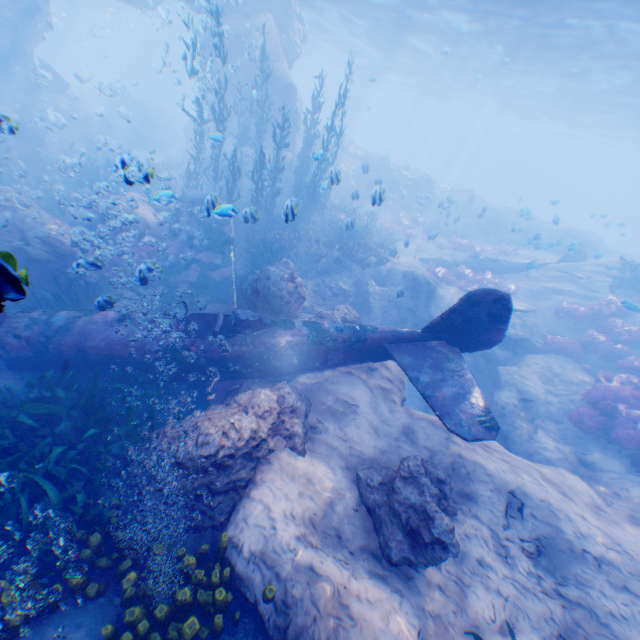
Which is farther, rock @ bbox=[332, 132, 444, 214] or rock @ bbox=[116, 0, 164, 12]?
rock @ bbox=[116, 0, 164, 12]

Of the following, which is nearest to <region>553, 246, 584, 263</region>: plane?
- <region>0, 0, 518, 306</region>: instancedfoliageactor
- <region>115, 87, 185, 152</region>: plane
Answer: <region>0, 0, 518, 306</region>: instancedfoliageactor

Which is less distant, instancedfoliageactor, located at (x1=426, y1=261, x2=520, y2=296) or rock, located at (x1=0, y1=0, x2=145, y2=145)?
instancedfoliageactor, located at (x1=426, y1=261, x2=520, y2=296)

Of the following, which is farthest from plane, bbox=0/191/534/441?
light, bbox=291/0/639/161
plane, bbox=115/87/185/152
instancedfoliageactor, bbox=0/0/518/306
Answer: plane, bbox=115/87/185/152

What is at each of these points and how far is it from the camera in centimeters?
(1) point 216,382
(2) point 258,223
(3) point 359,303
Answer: (1) plane, 730cm
(2) instancedfoliageactor, 1593cm
(3) rock, 1500cm

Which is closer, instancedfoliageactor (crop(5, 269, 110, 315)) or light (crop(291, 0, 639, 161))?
instancedfoliageactor (crop(5, 269, 110, 315))

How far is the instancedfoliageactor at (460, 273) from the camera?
16.94m

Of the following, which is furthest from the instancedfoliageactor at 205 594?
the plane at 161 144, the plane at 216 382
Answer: the plane at 161 144
